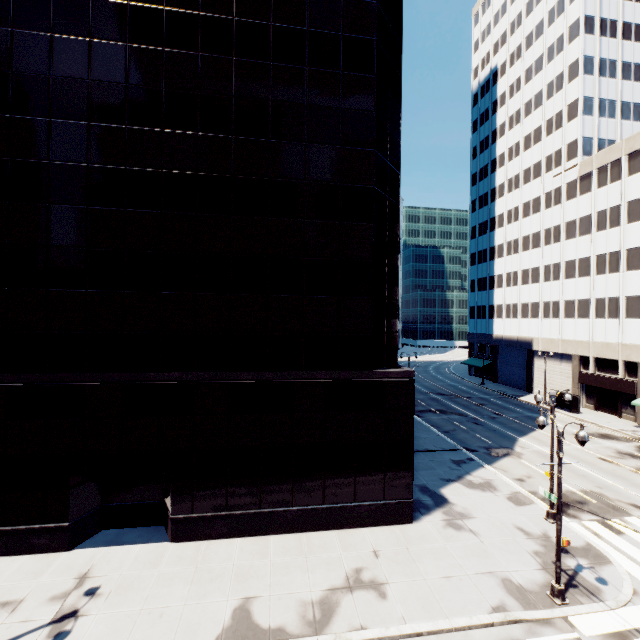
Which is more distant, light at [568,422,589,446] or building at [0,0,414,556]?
building at [0,0,414,556]

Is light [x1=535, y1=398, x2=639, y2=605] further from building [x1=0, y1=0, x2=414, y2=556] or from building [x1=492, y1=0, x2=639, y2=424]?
building [x1=492, y1=0, x2=639, y2=424]

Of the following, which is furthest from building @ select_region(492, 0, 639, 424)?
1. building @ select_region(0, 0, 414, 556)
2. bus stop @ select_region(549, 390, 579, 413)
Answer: building @ select_region(0, 0, 414, 556)

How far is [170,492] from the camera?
16.1 meters

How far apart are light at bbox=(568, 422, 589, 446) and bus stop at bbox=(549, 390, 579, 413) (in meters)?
34.29

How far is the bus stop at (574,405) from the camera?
39.59m

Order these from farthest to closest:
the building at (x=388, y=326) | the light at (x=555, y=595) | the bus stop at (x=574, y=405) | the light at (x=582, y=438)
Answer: the bus stop at (x=574, y=405) → the building at (x=388, y=326) → the light at (x=555, y=595) → the light at (x=582, y=438)

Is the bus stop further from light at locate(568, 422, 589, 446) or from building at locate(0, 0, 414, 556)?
light at locate(568, 422, 589, 446)
